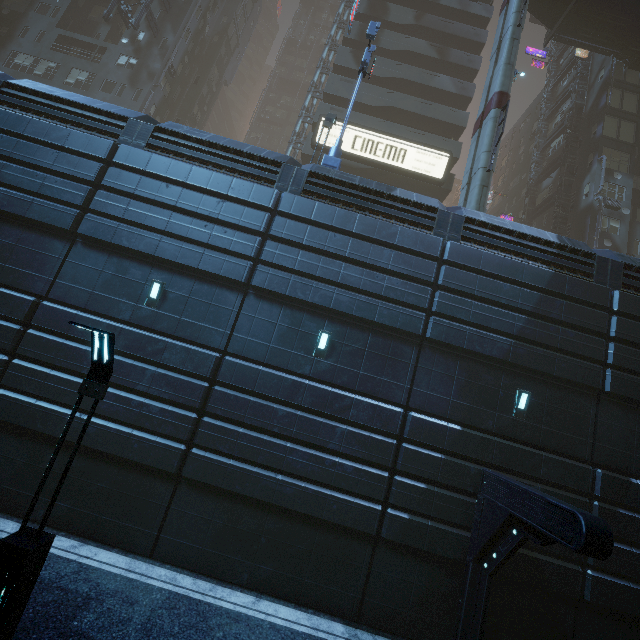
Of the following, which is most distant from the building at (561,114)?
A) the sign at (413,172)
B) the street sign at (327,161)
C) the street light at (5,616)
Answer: the street light at (5,616)

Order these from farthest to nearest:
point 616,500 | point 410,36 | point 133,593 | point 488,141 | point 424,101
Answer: point 410,36
point 424,101
point 488,141
point 616,500
point 133,593

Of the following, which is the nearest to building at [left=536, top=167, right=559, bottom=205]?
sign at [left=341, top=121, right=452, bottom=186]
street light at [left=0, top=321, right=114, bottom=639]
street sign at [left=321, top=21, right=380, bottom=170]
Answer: sign at [left=341, top=121, right=452, bottom=186]

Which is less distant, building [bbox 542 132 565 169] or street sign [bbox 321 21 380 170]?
street sign [bbox 321 21 380 170]

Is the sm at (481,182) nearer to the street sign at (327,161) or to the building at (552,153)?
the building at (552,153)

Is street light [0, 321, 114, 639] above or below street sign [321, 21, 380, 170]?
below

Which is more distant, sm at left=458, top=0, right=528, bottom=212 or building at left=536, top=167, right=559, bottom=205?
building at left=536, top=167, right=559, bottom=205

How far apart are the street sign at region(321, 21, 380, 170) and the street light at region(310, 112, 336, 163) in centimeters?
82cm
